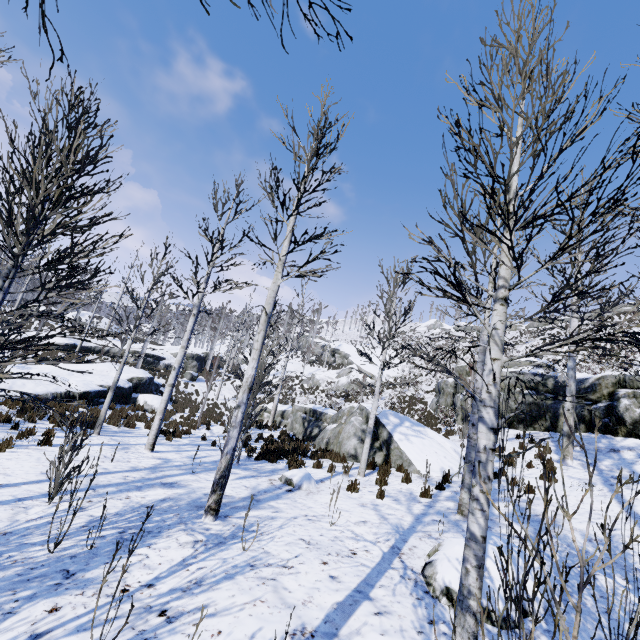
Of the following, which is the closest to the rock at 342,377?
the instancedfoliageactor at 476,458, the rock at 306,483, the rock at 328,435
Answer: the rock at 328,435

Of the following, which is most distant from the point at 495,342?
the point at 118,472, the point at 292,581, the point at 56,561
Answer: the point at 118,472

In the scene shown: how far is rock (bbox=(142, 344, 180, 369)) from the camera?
31.76m

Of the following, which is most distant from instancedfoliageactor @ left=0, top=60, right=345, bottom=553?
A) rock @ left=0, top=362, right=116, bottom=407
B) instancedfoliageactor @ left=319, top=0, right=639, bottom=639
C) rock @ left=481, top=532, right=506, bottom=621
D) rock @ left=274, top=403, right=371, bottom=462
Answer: rock @ left=481, top=532, right=506, bottom=621

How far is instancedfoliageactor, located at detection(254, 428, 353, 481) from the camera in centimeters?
986cm

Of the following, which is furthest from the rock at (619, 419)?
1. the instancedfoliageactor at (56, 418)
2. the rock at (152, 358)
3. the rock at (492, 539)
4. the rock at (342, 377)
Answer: the rock at (152, 358)

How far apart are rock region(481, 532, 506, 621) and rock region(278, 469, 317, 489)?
3.5 meters
